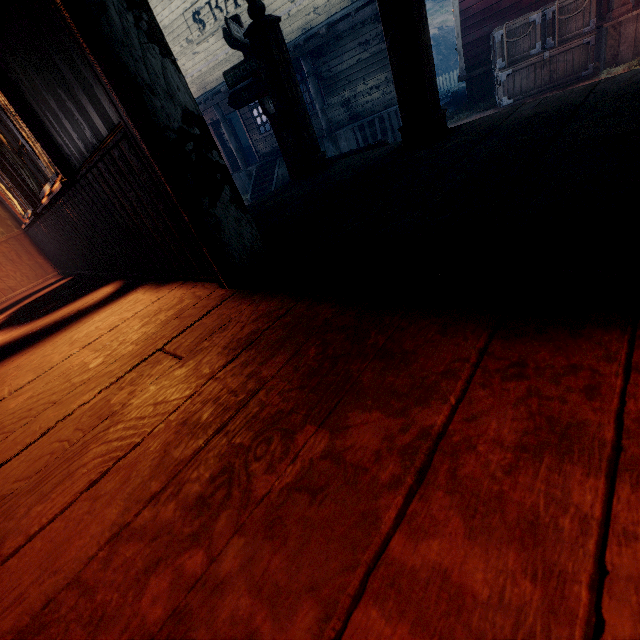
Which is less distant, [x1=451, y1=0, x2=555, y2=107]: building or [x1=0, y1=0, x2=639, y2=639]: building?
[x1=0, y1=0, x2=639, y2=639]: building

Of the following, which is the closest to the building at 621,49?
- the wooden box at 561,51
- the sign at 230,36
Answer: the wooden box at 561,51

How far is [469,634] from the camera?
0.4m

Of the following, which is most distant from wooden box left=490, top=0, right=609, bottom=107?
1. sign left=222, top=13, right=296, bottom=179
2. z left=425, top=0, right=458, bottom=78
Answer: sign left=222, top=13, right=296, bottom=179

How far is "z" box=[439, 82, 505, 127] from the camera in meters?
9.5 m

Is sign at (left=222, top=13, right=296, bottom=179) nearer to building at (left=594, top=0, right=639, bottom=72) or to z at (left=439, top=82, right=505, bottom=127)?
z at (left=439, top=82, right=505, bottom=127)

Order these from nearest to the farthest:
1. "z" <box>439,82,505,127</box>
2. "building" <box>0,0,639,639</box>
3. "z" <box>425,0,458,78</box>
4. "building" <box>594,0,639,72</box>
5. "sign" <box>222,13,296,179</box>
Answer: "building" <box>0,0,639,639</box>, "sign" <box>222,13,296,179</box>, "building" <box>594,0,639,72</box>, "z" <box>439,82,505,127</box>, "z" <box>425,0,458,78</box>
